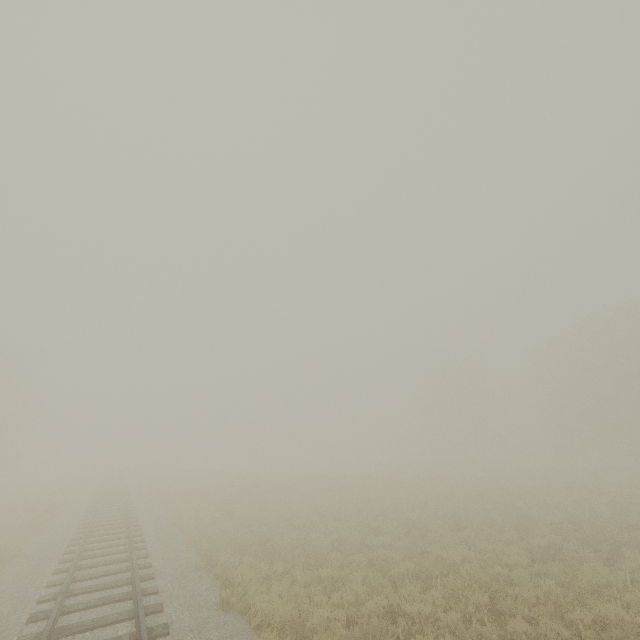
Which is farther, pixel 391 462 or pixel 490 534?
pixel 391 462
